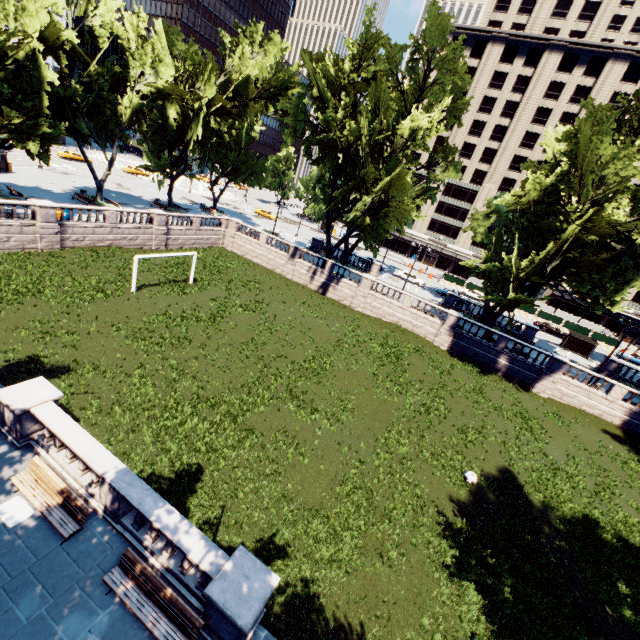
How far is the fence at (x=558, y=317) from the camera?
50.6 meters

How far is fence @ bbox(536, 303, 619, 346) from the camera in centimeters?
5056cm

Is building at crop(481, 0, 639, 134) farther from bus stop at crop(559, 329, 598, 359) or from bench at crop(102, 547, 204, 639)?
bench at crop(102, 547, 204, 639)

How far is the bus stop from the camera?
40.7m

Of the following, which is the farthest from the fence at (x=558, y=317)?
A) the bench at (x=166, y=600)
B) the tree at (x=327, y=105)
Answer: the bench at (x=166, y=600)

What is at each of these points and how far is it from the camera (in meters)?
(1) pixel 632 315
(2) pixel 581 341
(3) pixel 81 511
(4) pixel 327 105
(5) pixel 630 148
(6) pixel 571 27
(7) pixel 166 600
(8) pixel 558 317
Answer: (1) building, 59.84
(2) bus stop, 40.97
(3) bench, 9.66
(4) tree, 30.62
(5) tree, 24.52
(6) building, 56.91
(7) bench, 8.48
(8) fence, 52.62

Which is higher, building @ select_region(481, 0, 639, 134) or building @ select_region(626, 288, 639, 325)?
building @ select_region(481, 0, 639, 134)

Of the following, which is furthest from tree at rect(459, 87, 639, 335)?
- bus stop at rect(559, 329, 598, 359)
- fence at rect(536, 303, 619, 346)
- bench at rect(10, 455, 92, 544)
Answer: fence at rect(536, 303, 619, 346)
